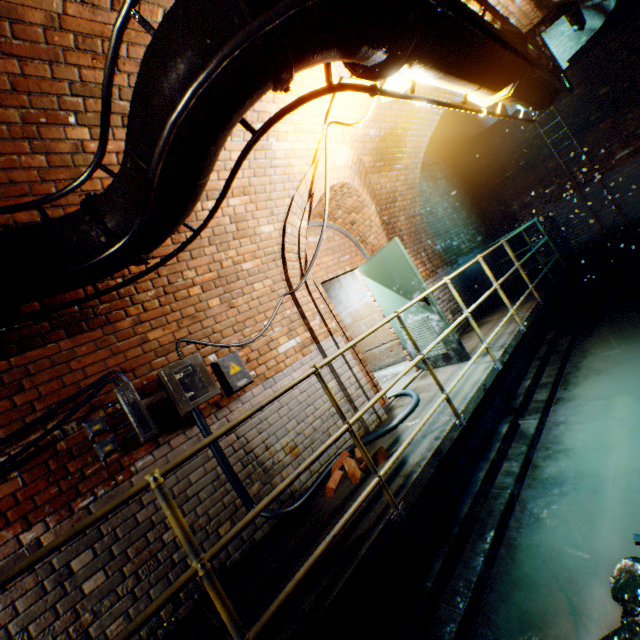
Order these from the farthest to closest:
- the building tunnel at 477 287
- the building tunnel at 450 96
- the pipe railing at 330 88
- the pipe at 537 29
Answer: the building tunnel at 477 287 < the building tunnel at 450 96 < the pipe at 537 29 < the pipe railing at 330 88

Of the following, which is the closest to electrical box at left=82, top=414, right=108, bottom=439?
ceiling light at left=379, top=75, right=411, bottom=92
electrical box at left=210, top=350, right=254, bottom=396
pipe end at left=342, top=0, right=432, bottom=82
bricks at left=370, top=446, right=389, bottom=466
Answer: electrical box at left=210, top=350, right=254, bottom=396

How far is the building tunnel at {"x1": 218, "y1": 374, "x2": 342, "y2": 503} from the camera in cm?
329

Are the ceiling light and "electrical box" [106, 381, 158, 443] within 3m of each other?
no

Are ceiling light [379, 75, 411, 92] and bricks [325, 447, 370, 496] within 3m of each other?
no

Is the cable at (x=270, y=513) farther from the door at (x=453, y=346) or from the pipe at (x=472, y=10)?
the pipe at (x=472, y=10)

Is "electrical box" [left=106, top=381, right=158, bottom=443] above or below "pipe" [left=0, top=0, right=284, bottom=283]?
below

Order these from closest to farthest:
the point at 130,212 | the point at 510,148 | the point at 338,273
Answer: the point at 130,212
the point at 338,273
the point at 510,148
